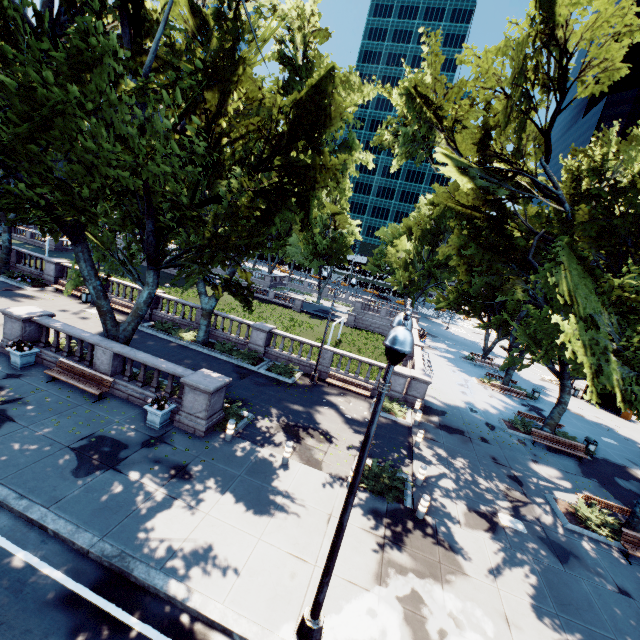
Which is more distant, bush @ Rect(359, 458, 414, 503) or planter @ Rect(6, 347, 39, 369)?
planter @ Rect(6, 347, 39, 369)

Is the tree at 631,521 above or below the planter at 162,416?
above

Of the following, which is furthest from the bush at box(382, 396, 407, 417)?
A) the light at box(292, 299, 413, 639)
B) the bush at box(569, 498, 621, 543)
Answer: the light at box(292, 299, 413, 639)

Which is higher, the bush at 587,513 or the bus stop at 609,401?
the bus stop at 609,401

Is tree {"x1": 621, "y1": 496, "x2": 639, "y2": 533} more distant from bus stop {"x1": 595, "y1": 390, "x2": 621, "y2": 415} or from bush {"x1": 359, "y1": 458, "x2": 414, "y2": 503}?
bush {"x1": 359, "y1": 458, "x2": 414, "y2": 503}

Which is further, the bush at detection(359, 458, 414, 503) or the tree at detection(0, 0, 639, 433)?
the bush at detection(359, 458, 414, 503)

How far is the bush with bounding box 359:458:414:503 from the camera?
11.9m

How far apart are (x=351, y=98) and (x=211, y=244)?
16.57m
